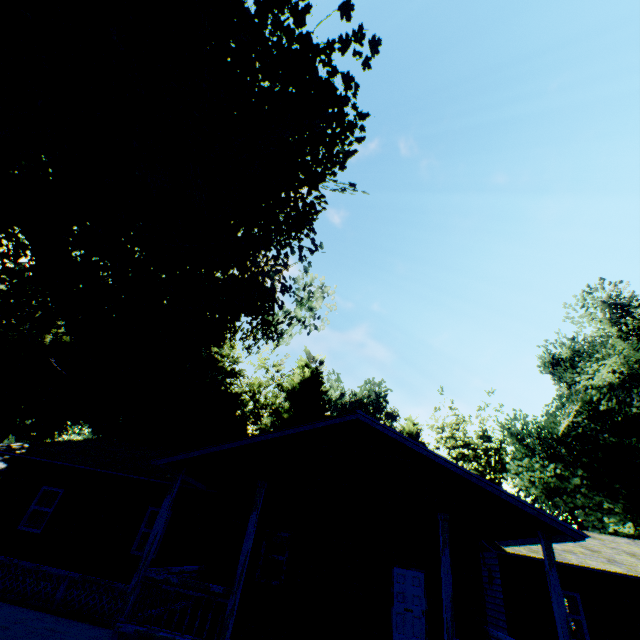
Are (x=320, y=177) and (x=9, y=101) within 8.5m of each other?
no

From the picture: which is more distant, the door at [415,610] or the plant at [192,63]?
the plant at [192,63]

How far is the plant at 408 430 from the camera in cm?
5428

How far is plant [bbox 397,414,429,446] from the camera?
54.3 meters

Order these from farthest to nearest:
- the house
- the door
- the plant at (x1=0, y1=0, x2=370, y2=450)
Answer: the plant at (x1=0, y1=0, x2=370, y2=450) → the door → the house

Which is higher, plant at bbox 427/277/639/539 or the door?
plant at bbox 427/277/639/539

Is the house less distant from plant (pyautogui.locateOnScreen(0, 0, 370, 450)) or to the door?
the door

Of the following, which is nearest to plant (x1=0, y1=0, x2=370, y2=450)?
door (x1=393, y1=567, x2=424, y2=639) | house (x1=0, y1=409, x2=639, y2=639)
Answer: house (x1=0, y1=409, x2=639, y2=639)
